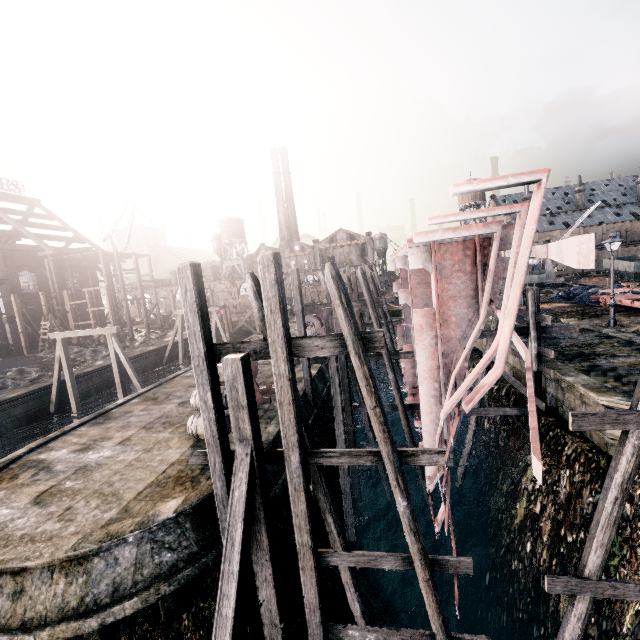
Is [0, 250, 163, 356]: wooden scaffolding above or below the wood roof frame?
below

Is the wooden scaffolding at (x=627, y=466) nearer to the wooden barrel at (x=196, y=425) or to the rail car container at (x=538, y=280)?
the wooden barrel at (x=196, y=425)

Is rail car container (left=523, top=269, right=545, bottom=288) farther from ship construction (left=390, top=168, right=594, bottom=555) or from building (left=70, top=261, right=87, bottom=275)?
building (left=70, top=261, right=87, bottom=275)

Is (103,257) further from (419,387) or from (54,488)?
(419,387)

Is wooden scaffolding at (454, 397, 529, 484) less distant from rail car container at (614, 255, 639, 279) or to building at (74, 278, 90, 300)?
building at (74, 278, 90, 300)

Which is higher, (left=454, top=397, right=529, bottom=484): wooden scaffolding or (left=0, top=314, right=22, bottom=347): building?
(left=0, top=314, right=22, bottom=347): building

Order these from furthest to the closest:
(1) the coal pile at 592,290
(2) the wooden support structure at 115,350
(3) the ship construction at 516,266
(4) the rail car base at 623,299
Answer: (1) the coal pile at 592,290 < (4) the rail car base at 623,299 < (2) the wooden support structure at 115,350 < (3) the ship construction at 516,266

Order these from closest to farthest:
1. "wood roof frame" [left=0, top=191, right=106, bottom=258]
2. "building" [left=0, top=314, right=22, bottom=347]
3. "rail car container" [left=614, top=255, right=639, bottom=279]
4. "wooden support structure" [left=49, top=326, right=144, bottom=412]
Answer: "wooden support structure" [left=49, top=326, right=144, bottom=412]
"building" [left=0, top=314, right=22, bottom=347]
"wood roof frame" [left=0, top=191, right=106, bottom=258]
"rail car container" [left=614, top=255, right=639, bottom=279]
